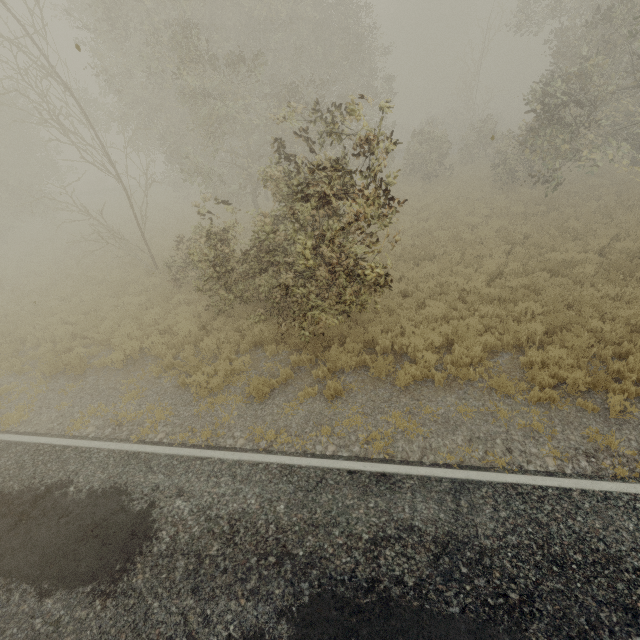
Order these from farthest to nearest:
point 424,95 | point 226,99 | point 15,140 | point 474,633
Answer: point 424,95 → point 15,140 → point 226,99 → point 474,633
